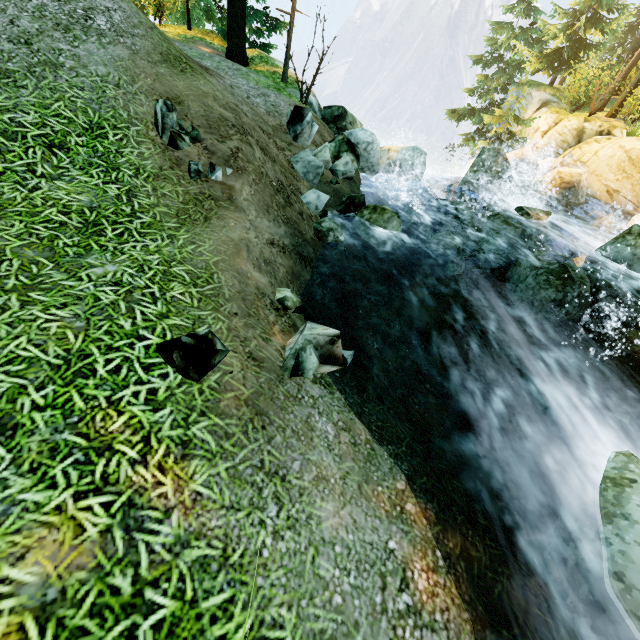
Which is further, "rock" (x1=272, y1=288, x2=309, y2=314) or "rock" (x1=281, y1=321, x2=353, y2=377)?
"rock" (x1=272, y1=288, x2=309, y2=314)

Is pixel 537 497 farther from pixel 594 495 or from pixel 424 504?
pixel 424 504

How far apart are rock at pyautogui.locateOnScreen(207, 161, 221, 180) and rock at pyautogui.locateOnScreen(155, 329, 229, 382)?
2.7m

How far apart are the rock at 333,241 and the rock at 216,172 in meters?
1.9 m

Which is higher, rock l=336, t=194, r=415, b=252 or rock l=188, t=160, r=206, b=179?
rock l=188, t=160, r=206, b=179

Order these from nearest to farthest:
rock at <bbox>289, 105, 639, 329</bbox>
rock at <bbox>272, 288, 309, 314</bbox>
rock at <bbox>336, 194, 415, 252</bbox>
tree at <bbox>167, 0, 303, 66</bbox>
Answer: rock at <bbox>272, 288, 309, 314</bbox>, rock at <bbox>336, 194, 415, 252</bbox>, rock at <bbox>289, 105, 639, 329</bbox>, tree at <bbox>167, 0, 303, 66</bbox>

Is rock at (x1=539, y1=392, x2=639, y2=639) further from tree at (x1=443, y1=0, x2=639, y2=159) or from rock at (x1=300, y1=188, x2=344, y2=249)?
tree at (x1=443, y1=0, x2=639, y2=159)

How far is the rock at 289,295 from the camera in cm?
410
